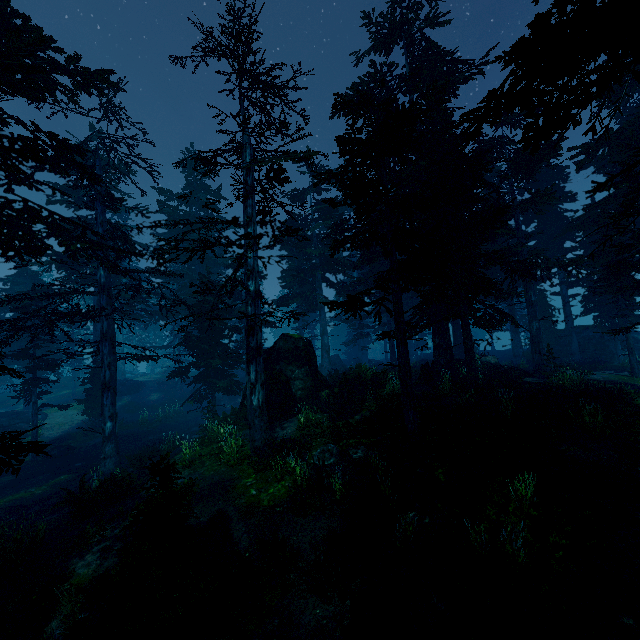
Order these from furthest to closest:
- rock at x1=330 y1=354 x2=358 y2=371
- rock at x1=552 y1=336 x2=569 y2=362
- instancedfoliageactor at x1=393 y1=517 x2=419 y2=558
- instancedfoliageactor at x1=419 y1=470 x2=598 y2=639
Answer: rock at x1=330 y1=354 x2=358 y2=371
rock at x1=552 y1=336 x2=569 y2=362
instancedfoliageactor at x1=393 y1=517 x2=419 y2=558
instancedfoliageactor at x1=419 y1=470 x2=598 y2=639

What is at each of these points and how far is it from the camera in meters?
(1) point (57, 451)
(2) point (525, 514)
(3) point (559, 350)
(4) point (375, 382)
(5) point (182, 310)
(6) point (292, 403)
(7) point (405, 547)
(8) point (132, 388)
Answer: (1) rock, 20.2
(2) instancedfoliageactor, 6.9
(3) rock, 31.3
(4) rock, 18.2
(5) instancedfoliageactor, 34.2
(6) rock, 16.1
(7) instancedfoliageactor, 6.7
(8) rock, 35.1

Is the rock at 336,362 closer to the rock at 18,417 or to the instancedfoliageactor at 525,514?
the instancedfoliageactor at 525,514

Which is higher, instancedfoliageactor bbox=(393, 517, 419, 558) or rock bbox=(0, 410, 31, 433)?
rock bbox=(0, 410, 31, 433)

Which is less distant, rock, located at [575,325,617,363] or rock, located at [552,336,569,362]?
rock, located at [575,325,617,363]

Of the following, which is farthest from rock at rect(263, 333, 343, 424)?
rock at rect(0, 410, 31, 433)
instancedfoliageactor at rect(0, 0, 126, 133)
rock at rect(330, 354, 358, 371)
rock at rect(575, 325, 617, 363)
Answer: rock at rect(575, 325, 617, 363)

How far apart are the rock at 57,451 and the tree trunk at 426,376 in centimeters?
2266cm

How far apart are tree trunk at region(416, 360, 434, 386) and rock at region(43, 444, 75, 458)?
22.7m
